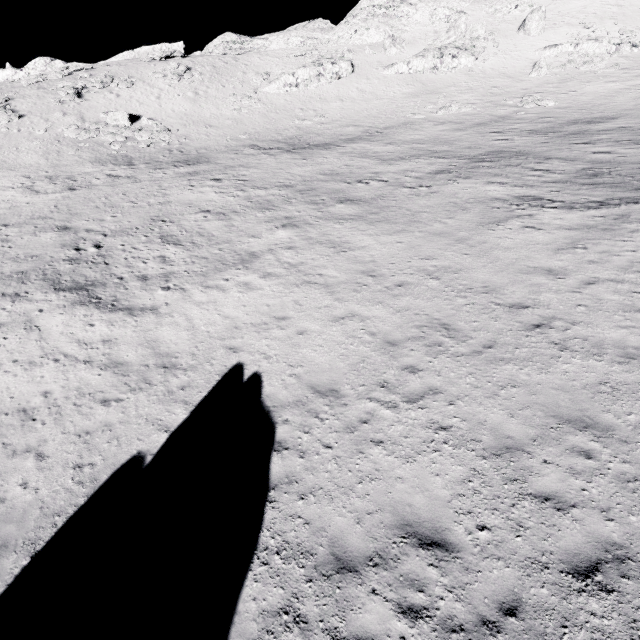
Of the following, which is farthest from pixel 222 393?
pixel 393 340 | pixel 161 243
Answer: pixel 161 243

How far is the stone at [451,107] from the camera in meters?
33.7

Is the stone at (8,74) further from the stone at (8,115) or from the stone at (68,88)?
the stone at (8,115)

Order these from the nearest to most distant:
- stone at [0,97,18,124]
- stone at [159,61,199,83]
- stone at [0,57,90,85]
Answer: stone at [0,97,18,124] → stone at [0,57,90,85] → stone at [159,61,199,83]

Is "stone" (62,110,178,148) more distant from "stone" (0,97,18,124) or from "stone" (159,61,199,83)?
"stone" (159,61,199,83)

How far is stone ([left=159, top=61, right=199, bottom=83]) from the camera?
41.19m

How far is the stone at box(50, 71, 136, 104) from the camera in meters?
36.6 m

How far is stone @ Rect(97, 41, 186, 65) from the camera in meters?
45.0
